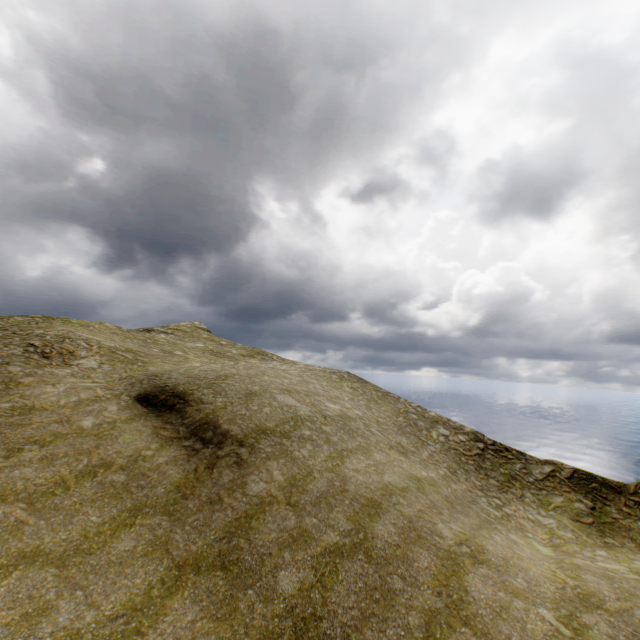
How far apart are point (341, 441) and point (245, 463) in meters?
6.1
